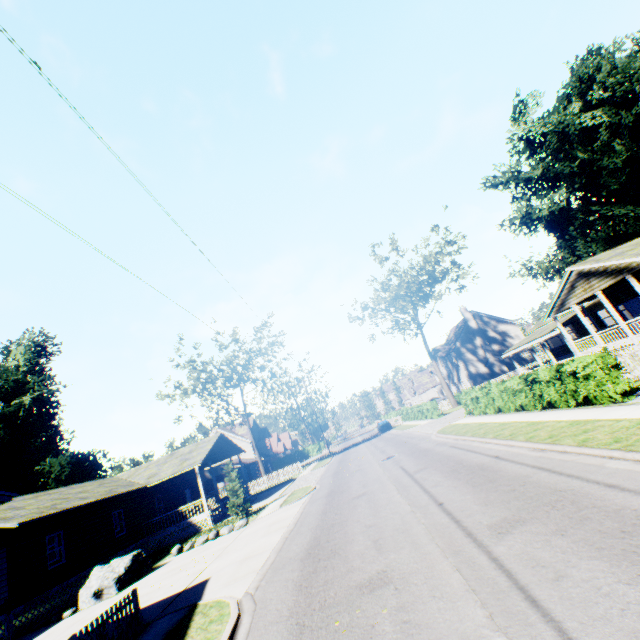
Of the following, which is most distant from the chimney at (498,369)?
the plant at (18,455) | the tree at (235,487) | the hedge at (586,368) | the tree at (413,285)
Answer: the plant at (18,455)

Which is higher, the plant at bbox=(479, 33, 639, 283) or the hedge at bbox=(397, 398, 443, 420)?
the plant at bbox=(479, 33, 639, 283)

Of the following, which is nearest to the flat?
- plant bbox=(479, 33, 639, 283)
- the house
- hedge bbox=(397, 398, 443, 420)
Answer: plant bbox=(479, 33, 639, 283)

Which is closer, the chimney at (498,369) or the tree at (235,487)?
the tree at (235,487)

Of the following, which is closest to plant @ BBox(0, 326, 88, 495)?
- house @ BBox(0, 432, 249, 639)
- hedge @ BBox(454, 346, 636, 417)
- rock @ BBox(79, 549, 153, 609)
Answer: house @ BBox(0, 432, 249, 639)

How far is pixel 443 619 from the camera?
4.3m

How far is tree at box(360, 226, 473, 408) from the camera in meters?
36.9 m

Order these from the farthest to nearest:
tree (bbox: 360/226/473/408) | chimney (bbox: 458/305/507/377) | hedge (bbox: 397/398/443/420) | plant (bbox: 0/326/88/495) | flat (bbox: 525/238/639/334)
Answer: chimney (bbox: 458/305/507/377)
tree (bbox: 360/226/473/408)
hedge (bbox: 397/398/443/420)
plant (bbox: 0/326/88/495)
flat (bbox: 525/238/639/334)
